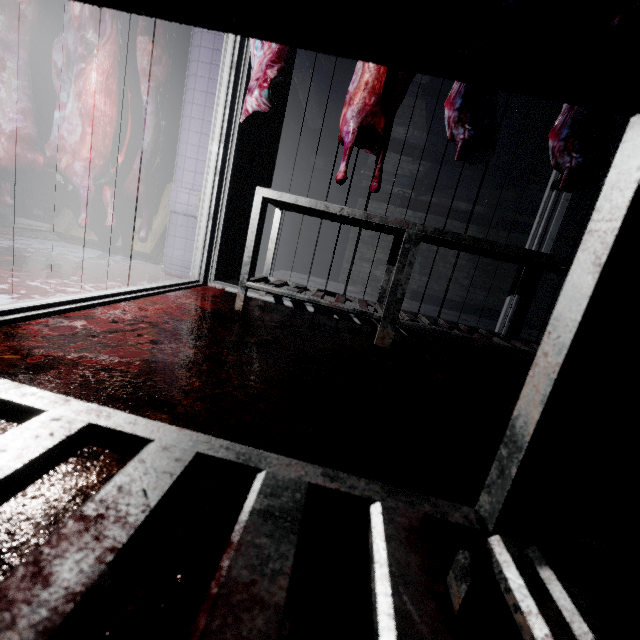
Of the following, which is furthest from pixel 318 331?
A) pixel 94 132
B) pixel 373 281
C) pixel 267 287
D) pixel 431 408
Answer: pixel 373 281

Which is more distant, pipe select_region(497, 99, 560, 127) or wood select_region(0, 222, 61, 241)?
pipe select_region(497, 99, 560, 127)

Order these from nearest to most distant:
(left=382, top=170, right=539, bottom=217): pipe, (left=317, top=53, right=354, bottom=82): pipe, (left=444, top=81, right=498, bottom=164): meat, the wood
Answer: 1. (left=444, top=81, right=498, bottom=164): meat
2. the wood
3. (left=317, top=53, right=354, bottom=82): pipe
4. (left=382, top=170, right=539, bottom=217): pipe

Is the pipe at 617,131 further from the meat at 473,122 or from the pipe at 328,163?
the meat at 473,122

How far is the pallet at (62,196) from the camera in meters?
2.9 m

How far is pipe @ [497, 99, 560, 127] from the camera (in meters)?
4.78
